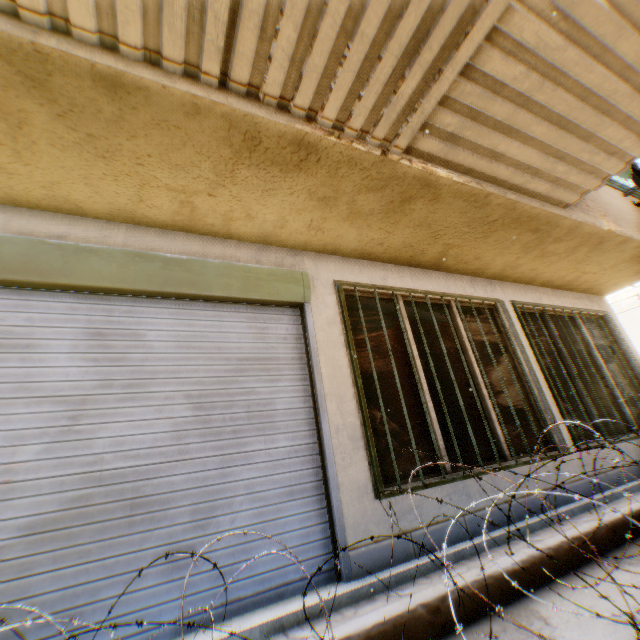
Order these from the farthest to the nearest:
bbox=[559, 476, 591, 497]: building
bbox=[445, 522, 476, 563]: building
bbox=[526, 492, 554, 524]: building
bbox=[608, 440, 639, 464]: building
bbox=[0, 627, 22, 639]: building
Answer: bbox=[608, 440, 639, 464]: building → bbox=[559, 476, 591, 497]: building → bbox=[526, 492, 554, 524]: building → bbox=[445, 522, 476, 563]: building → bbox=[0, 627, 22, 639]: building

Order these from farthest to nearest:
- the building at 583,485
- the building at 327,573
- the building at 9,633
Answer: the building at 583,485 < the building at 327,573 < the building at 9,633

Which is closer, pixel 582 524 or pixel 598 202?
pixel 582 524

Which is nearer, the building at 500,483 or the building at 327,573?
the building at 327,573

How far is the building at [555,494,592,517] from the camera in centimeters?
373cm

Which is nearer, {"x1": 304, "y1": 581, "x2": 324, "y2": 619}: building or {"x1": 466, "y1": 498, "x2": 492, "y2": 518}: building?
{"x1": 304, "y1": 581, "x2": 324, "y2": 619}: building
